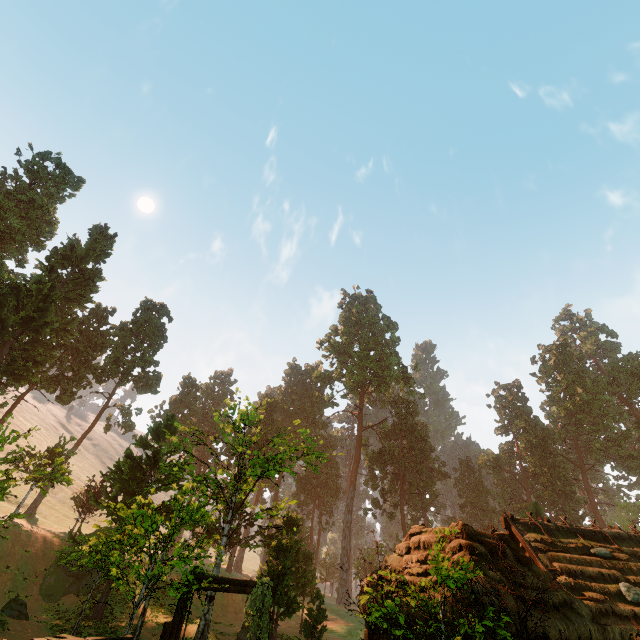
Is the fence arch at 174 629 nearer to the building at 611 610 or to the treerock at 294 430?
the building at 611 610

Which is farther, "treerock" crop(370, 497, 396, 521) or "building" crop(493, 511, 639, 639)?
"treerock" crop(370, 497, 396, 521)

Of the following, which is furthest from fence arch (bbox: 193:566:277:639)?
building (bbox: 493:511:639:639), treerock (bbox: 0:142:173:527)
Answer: treerock (bbox: 0:142:173:527)

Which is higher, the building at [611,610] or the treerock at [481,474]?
the treerock at [481,474]

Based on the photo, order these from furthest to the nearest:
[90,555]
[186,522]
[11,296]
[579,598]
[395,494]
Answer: [395,494] < [11,296] < [186,522] < [579,598] < [90,555]

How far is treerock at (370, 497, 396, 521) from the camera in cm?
4353

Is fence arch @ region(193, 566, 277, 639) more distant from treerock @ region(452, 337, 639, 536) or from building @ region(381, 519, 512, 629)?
treerock @ region(452, 337, 639, 536)
